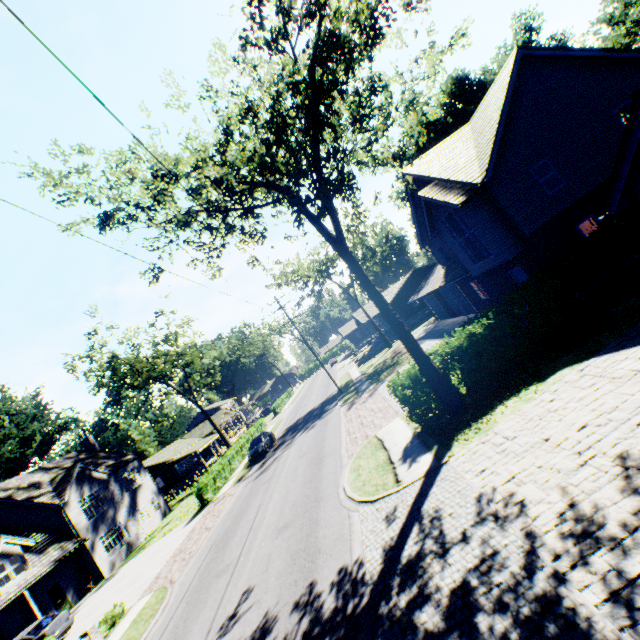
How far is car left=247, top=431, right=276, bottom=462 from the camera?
28.1 meters

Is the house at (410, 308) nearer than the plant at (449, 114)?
No

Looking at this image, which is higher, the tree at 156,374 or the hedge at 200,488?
the tree at 156,374

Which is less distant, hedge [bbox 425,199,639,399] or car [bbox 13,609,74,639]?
Result: hedge [bbox 425,199,639,399]

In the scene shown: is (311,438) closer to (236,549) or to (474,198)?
Answer: (236,549)

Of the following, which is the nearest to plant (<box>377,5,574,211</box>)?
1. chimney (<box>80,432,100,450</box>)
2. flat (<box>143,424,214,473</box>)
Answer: flat (<box>143,424,214,473</box>)

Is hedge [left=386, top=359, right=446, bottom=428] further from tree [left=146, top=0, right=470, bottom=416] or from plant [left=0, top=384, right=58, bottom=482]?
plant [left=0, top=384, right=58, bottom=482]

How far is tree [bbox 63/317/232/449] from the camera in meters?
36.2 m
